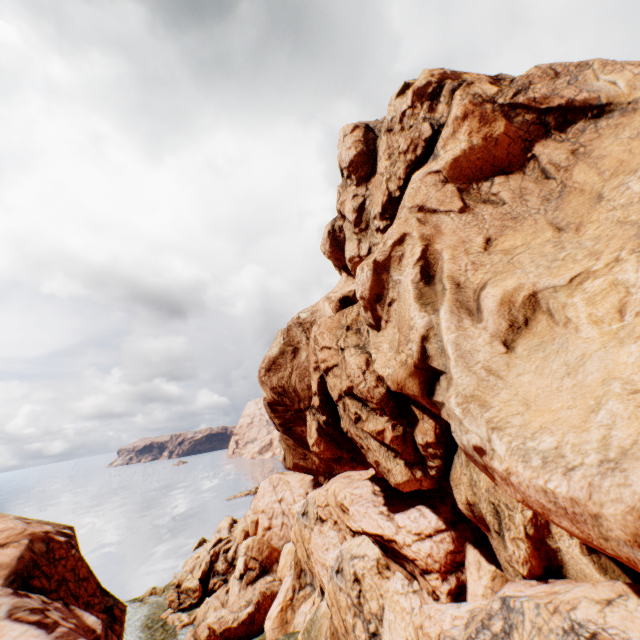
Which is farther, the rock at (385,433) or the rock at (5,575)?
the rock at (5,575)

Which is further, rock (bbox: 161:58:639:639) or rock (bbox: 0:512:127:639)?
rock (bbox: 0:512:127:639)

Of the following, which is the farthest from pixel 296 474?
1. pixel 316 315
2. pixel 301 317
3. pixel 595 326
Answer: pixel 595 326
